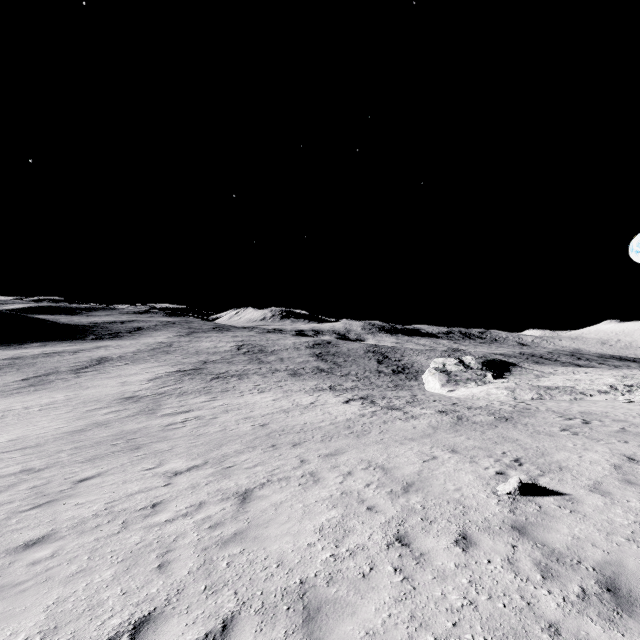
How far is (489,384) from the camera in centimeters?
3616cm
